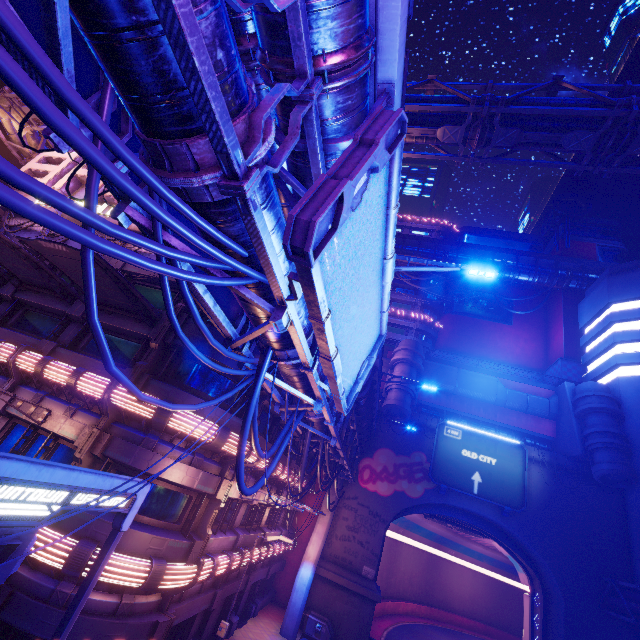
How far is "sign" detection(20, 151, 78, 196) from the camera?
18.8m

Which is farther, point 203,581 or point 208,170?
point 203,581

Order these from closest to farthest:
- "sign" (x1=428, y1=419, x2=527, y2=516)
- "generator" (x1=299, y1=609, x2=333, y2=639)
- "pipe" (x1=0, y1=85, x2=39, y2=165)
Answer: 1. "pipe" (x1=0, y1=85, x2=39, y2=165)
2. "generator" (x1=299, y1=609, x2=333, y2=639)
3. "sign" (x1=428, y1=419, x2=527, y2=516)

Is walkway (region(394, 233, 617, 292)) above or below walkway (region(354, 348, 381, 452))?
above

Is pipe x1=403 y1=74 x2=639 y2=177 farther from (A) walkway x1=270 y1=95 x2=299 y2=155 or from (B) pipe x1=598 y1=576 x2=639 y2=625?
Answer: (A) walkway x1=270 y1=95 x2=299 y2=155

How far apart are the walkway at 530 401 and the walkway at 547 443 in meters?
1.5 m

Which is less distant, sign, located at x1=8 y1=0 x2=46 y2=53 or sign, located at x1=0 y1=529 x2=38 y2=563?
sign, located at x1=8 y1=0 x2=46 y2=53

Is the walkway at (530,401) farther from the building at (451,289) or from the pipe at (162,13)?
the pipe at (162,13)
